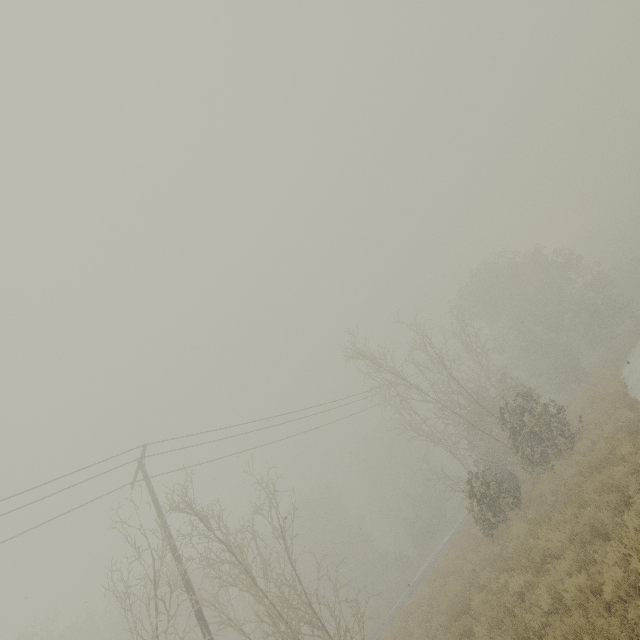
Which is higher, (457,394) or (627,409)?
(457,394)
